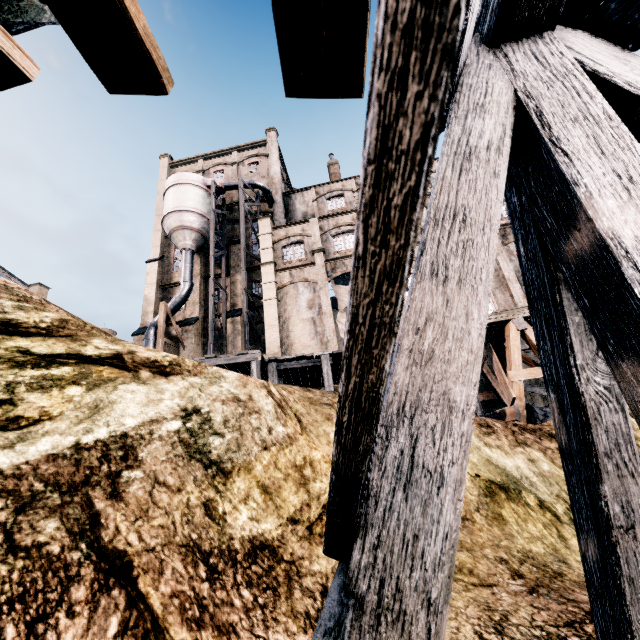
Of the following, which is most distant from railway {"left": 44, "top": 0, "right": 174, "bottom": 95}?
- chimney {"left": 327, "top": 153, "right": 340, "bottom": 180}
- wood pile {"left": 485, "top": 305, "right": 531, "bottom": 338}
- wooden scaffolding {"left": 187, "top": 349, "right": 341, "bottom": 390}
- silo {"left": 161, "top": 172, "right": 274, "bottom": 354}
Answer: chimney {"left": 327, "top": 153, "right": 340, "bottom": 180}

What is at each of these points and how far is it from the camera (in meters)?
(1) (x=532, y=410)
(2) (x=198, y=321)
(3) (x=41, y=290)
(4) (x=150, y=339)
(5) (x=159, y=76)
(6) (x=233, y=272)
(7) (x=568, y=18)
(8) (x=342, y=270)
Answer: (1) coal pile, 11.35
(2) building, 30.69
(3) building, 33.81
(4) silo, 27.69
(5) railway, 3.05
(6) building, 32.19
(7) railway, 2.36
(8) building, 26.09

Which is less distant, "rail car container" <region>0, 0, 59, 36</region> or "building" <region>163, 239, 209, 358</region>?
"rail car container" <region>0, 0, 59, 36</region>

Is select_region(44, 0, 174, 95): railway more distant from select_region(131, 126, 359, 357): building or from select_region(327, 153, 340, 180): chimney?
select_region(327, 153, 340, 180): chimney

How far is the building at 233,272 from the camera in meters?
28.6 m

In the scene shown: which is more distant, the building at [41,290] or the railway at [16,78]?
the building at [41,290]

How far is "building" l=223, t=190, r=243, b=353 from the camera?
28.6m

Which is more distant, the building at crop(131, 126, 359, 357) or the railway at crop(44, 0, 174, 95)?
the building at crop(131, 126, 359, 357)
